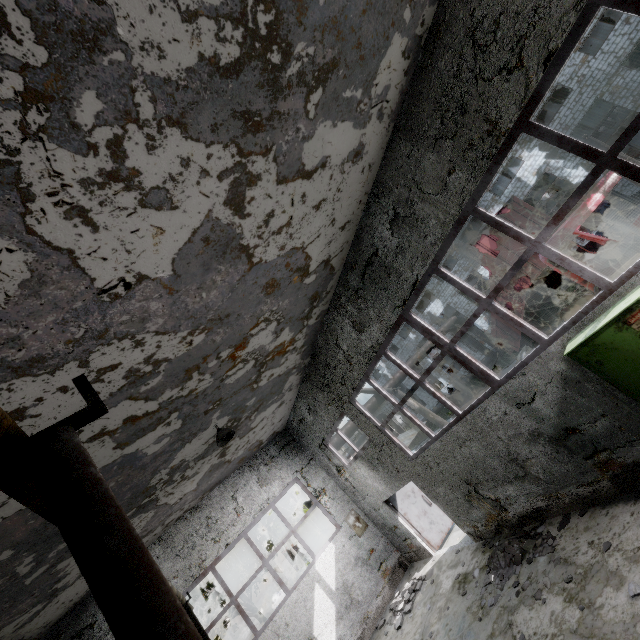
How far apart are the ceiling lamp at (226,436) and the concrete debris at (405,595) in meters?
7.1 m

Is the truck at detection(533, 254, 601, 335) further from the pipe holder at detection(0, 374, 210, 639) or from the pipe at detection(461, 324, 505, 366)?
the pipe holder at detection(0, 374, 210, 639)

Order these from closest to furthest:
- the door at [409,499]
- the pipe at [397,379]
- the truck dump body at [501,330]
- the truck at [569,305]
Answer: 1. the truck at [569,305]
2. the door at [409,499]
3. the truck dump body at [501,330]
4. the pipe at [397,379]

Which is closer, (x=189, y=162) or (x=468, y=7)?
(x=189, y=162)

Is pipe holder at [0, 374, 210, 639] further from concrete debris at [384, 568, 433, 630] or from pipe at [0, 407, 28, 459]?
pipe at [0, 407, 28, 459]

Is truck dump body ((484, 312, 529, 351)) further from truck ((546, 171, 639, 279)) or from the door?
the door

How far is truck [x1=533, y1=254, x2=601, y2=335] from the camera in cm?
991

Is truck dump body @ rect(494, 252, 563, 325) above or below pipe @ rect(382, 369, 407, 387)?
below
